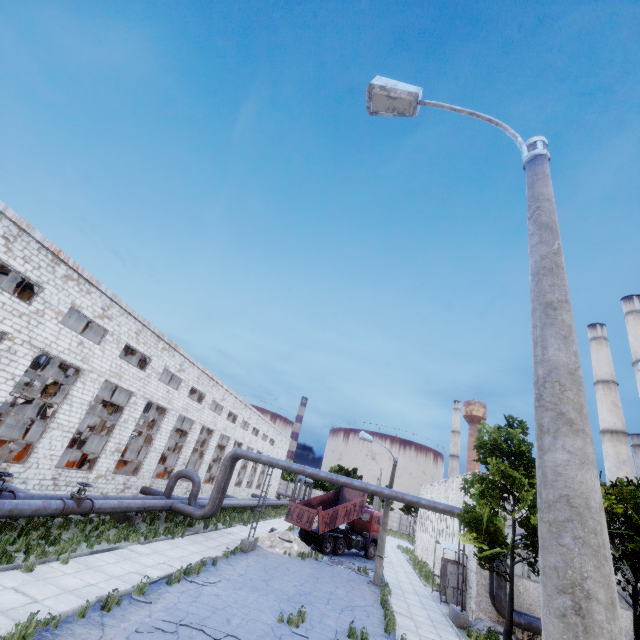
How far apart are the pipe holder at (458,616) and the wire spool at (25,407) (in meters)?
28.23

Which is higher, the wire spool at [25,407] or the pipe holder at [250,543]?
the wire spool at [25,407]

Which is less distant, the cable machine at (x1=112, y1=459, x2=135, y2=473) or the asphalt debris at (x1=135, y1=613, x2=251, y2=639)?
the asphalt debris at (x1=135, y1=613, x2=251, y2=639)

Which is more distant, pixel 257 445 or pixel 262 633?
pixel 257 445

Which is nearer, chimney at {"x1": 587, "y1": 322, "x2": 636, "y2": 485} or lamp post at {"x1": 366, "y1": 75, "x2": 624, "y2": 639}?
lamp post at {"x1": 366, "y1": 75, "x2": 624, "y2": 639}

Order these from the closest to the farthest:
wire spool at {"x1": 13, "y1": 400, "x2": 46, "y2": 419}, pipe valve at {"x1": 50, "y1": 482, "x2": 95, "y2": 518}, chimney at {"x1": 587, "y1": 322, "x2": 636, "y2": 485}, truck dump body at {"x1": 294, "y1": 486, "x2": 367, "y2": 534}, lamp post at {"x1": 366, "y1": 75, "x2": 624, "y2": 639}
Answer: lamp post at {"x1": 366, "y1": 75, "x2": 624, "y2": 639} < pipe valve at {"x1": 50, "y1": 482, "x2": 95, "y2": 518} < wire spool at {"x1": 13, "y1": 400, "x2": 46, "y2": 419} < truck dump body at {"x1": 294, "y1": 486, "x2": 367, "y2": 534} < chimney at {"x1": 587, "y1": 322, "x2": 636, "y2": 485}

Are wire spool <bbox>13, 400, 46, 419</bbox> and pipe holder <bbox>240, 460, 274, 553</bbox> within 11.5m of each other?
no

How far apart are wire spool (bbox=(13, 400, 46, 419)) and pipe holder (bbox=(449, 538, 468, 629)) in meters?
28.2
